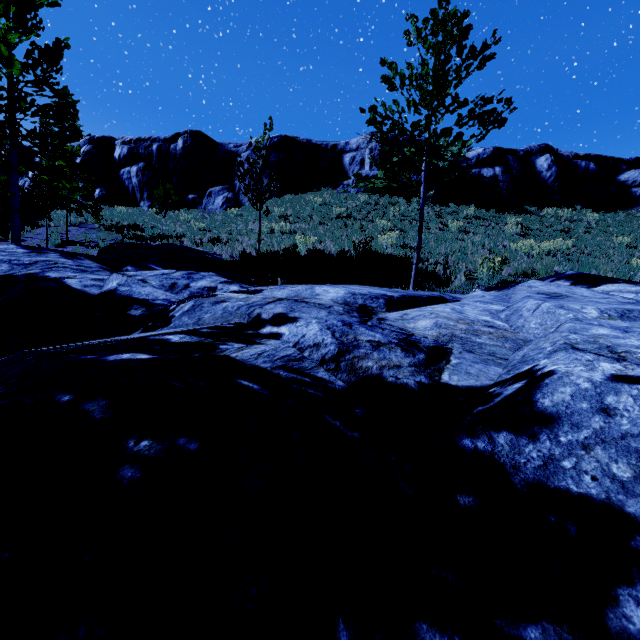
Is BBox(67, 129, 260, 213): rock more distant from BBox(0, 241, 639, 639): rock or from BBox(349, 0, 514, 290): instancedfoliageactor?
BBox(0, 241, 639, 639): rock

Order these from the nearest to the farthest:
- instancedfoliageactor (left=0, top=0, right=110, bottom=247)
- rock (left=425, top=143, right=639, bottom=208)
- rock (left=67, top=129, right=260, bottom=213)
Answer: instancedfoliageactor (left=0, top=0, right=110, bottom=247) → rock (left=425, top=143, right=639, bottom=208) → rock (left=67, top=129, right=260, bottom=213)

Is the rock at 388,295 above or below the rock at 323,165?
below

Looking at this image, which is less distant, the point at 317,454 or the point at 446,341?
the point at 317,454

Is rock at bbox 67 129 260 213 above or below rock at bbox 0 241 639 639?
above

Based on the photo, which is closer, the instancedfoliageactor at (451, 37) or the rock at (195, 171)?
the instancedfoliageactor at (451, 37)

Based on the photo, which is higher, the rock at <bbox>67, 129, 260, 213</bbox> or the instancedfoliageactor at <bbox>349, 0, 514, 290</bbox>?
the rock at <bbox>67, 129, 260, 213</bbox>

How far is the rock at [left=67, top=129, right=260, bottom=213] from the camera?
27.1m
